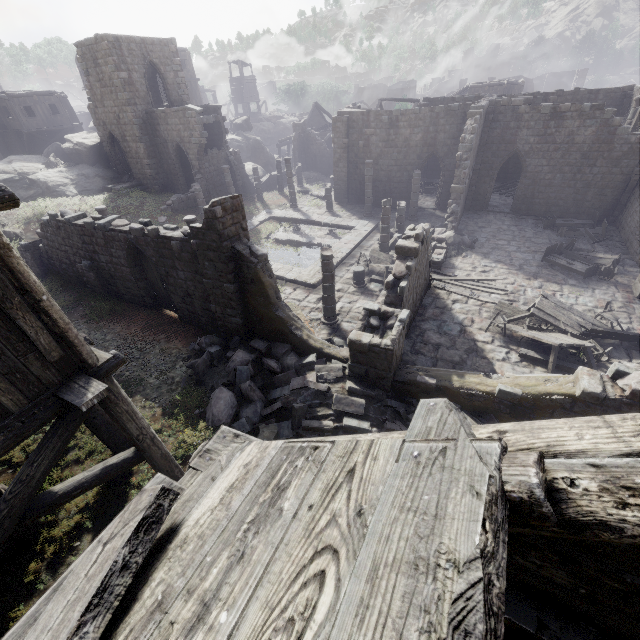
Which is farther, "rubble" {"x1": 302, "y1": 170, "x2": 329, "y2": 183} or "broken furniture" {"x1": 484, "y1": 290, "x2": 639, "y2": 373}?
"rubble" {"x1": 302, "y1": 170, "x2": 329, "y2": 183}

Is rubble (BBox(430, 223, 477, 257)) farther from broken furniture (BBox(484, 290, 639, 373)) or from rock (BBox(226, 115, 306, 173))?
rock (BBox(226, 115, 306, 173))

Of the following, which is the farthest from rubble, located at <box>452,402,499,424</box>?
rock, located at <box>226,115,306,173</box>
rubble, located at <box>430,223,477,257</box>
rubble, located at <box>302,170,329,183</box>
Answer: rock, located at <box>226,115,306,173</box>

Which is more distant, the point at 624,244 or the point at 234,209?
the point at 624,244

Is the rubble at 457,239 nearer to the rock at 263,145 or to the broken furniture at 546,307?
the broken furniture at 546,307

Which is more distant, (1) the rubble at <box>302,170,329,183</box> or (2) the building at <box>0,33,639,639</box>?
(1) the rubble at <box>302,170,329,183</box>

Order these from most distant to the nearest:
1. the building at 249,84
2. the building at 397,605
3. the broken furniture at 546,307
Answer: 1. the building at 249,84
2. the broken furniture at 546,307
3. the building at 397,605

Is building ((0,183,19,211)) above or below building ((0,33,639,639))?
above
